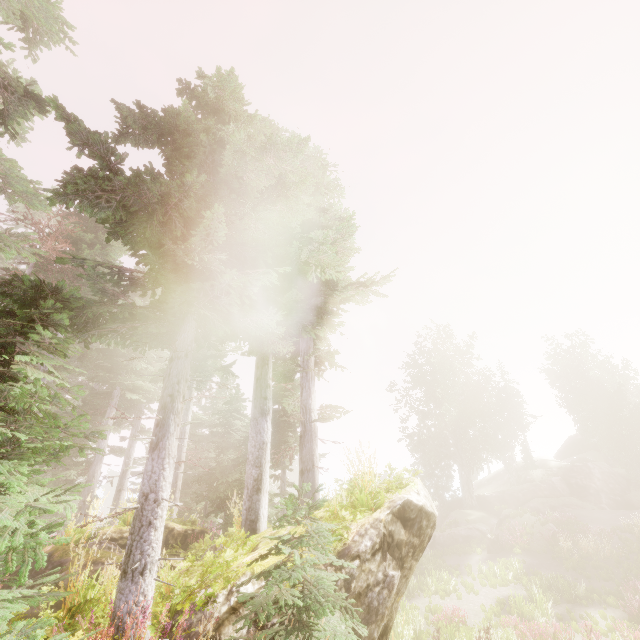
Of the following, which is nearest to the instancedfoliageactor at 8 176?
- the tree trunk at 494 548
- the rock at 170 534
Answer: the rock at 170 534

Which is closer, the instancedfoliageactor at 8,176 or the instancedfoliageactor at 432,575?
the instancedfoliageactor at 8,176

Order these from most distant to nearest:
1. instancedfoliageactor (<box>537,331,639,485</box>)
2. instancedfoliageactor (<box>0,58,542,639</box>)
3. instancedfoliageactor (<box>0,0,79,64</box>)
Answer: instancedfoliageactor (<box>537,331,639,485</box>) → instancedfoliageactor (<box>0,0,79,64</box>) → instancedfoliageactor (<box>0,58,542,639</box>)

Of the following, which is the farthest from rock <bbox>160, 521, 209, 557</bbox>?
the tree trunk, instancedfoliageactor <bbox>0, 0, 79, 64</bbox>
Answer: the tree trunk

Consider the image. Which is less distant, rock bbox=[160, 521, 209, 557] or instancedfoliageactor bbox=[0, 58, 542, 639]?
instancedfoliageactor bbox=[0, 58, 542, 639]

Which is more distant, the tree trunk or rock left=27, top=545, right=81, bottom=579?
the tree trunk

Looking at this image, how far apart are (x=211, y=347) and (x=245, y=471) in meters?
8.3 m
